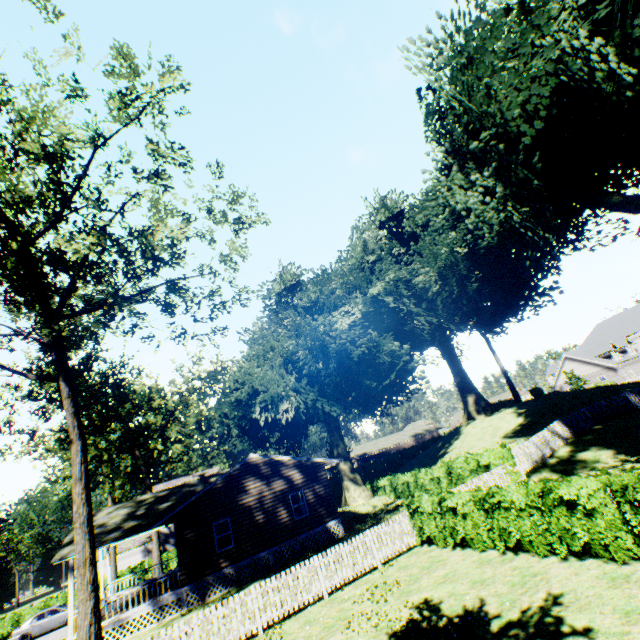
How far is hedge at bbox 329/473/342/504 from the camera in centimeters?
3994cm

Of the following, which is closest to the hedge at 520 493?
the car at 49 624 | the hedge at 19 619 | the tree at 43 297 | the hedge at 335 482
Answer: the tree at 43 297

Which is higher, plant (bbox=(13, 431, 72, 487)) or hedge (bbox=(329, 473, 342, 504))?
plant (bbox=(13, 431, 72, 487))

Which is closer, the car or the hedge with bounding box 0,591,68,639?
the car

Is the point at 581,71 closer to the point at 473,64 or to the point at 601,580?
the point at 473,64

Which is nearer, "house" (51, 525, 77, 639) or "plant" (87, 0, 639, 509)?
"plant" (87, 0, 639, 509)

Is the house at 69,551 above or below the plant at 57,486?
below
